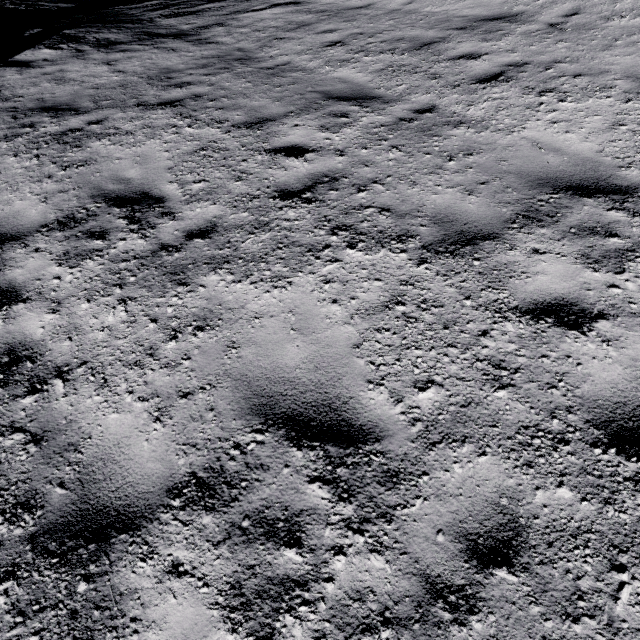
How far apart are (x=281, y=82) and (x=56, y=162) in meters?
4.4
